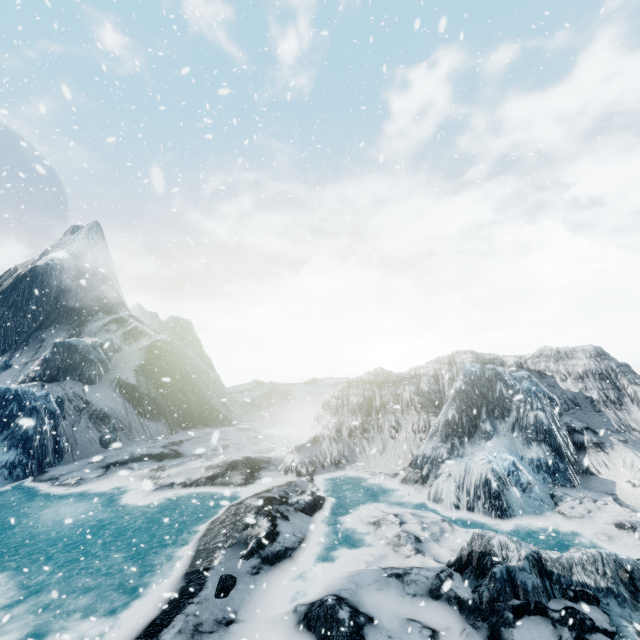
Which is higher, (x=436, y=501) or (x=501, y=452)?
(x=501, y=452)
